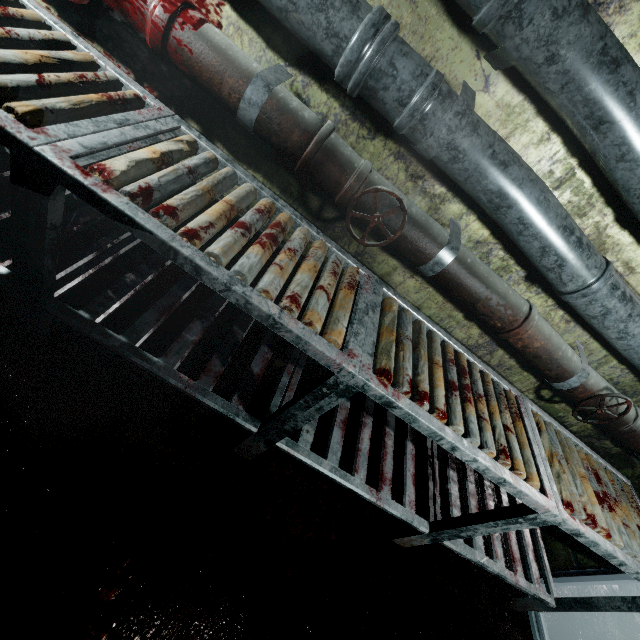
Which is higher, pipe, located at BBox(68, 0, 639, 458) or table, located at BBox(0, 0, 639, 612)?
pipe, located at BBox(68, 0, 639, 458)

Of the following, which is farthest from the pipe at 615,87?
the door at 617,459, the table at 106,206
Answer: the table at 106,206

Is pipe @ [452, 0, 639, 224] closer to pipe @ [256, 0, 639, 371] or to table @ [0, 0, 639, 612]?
pipe @ [256, 0, 639, 371]

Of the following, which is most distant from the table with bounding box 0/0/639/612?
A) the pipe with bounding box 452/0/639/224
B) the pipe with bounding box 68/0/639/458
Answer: the pipe with bounding box 452/0/639/224

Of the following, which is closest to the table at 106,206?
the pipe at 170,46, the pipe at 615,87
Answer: the pipe at 170,46

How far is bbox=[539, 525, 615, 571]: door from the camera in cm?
190

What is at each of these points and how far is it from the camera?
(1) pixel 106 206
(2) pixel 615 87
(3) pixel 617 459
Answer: (1) table, 0.80m
(2) pipe, 0.90m
(3) door, 2.09m

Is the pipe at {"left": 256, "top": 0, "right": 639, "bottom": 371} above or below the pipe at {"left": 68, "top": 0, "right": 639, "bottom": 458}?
above
